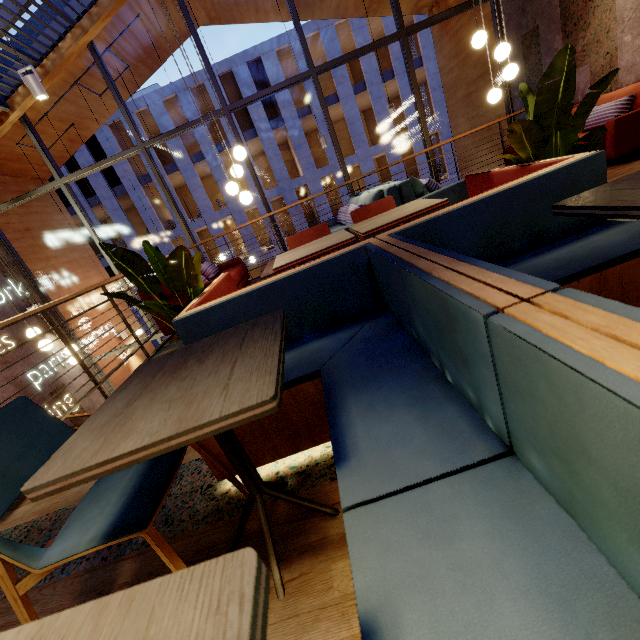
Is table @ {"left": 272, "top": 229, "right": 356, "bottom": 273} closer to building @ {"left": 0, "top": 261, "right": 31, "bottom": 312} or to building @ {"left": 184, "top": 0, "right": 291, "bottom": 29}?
building @ {"left": 0, "top": 261, "right": 31, "bottom": 312}

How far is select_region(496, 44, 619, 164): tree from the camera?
1.9m

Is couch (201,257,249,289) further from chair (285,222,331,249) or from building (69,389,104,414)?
chair (285,222,331,249)

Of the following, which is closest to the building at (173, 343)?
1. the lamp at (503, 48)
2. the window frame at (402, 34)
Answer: the window frame at (402, 34)

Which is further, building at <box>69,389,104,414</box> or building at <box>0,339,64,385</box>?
building at <box>69,389,104,414</box>

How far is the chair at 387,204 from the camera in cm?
316

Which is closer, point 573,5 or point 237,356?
point 237,356

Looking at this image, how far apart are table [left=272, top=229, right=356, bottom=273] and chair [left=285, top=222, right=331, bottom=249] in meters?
0.2
